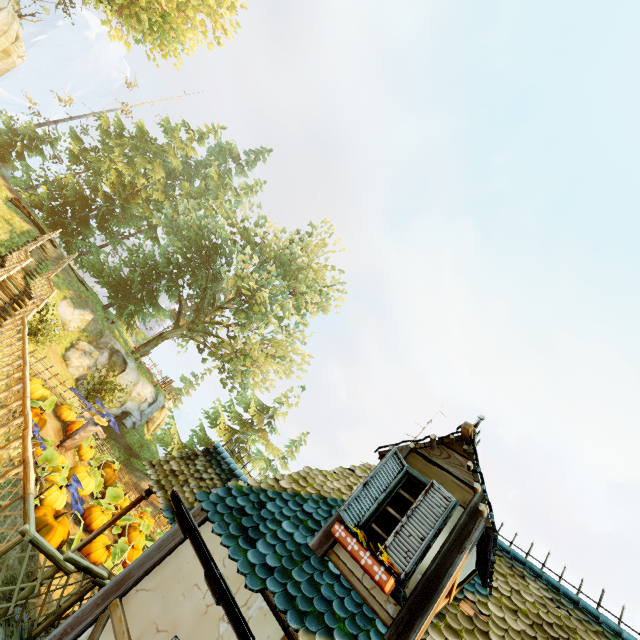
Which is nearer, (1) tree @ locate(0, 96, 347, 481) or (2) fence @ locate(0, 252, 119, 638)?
(2) fence @ locate(0, 252, 119, 638)

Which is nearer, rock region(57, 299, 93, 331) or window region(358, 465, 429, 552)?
window region(358, 465, 429, 552)

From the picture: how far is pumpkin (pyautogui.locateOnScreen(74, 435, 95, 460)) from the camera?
15.1 meters

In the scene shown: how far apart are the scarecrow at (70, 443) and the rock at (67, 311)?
8.00m

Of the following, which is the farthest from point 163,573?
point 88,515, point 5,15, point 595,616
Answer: point 5,15

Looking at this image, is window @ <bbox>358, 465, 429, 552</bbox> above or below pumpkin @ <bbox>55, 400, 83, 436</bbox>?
above

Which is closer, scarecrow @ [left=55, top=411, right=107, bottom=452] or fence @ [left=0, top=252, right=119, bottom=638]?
fence @ [left=0, top=252, right=119, bottom=638]

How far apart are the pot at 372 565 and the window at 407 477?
0.1m
